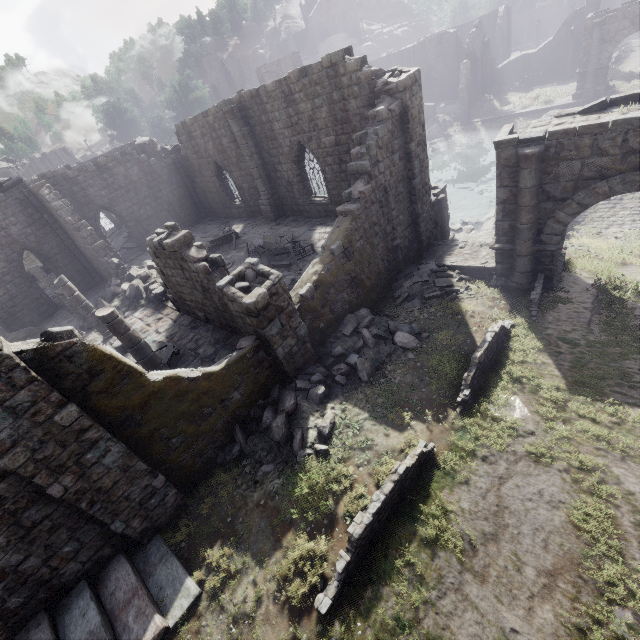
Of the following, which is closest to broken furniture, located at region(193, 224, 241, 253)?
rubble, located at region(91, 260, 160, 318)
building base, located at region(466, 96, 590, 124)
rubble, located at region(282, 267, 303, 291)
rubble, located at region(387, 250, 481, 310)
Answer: rubble, located at region(91, 260, 160, 318)

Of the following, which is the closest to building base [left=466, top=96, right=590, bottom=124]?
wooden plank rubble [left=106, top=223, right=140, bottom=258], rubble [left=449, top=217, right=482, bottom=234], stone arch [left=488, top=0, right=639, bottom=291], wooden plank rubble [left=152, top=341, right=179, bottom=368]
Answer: stone arch [left=488, top=0, right=639, bottom=291]

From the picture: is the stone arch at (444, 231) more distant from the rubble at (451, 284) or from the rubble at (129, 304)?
the rubble at (129, 304)

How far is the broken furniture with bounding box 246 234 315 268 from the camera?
15.1m

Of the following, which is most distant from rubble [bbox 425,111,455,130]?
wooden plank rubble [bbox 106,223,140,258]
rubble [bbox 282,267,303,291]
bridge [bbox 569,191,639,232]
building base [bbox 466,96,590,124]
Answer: rubble [bbox 282,267,303,291]

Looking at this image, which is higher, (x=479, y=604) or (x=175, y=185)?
(x=175, y=185)

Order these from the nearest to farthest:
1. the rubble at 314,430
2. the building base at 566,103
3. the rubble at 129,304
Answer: the rubble at 314,430 < the rubble at 129,304 < the building base at 566,103

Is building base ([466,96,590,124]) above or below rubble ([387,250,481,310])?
below
